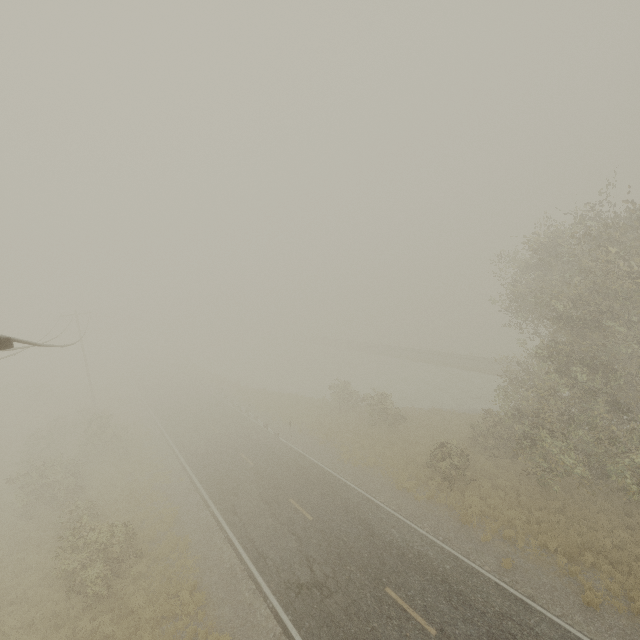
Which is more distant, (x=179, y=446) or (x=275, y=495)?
(x=179, y=446)
